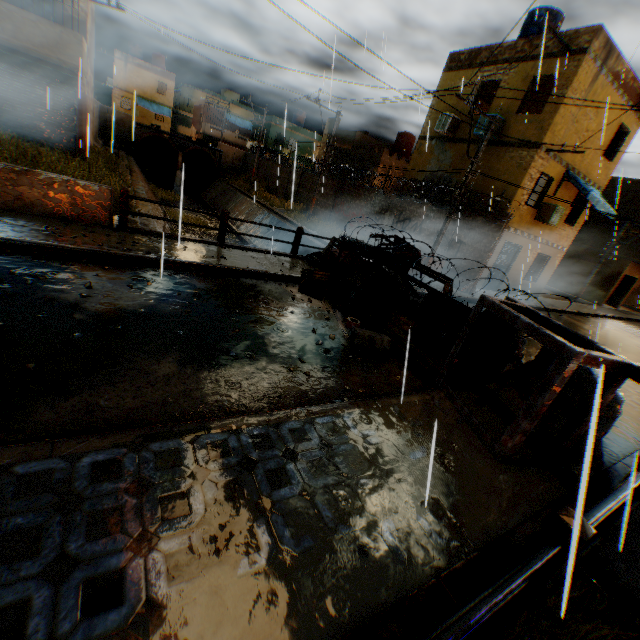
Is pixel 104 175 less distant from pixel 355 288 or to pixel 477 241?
pixel 355 288

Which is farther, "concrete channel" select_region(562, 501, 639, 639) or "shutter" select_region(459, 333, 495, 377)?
"shutter" select_region(459, 333, 495, 377)

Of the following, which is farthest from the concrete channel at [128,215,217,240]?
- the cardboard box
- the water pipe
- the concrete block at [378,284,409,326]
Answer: the cardboard box

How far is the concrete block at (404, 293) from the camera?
7.2m

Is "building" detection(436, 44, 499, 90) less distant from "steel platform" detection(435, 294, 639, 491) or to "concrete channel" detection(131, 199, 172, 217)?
"concrete channel" detection(131, 199, 172, 217)

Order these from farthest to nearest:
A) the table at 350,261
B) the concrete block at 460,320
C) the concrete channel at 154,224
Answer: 1. the concrete channel at 154,224
2. the table at 350,261
3. the concrete block at 460,320

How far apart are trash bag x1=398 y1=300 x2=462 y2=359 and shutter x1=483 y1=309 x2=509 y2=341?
0.0m

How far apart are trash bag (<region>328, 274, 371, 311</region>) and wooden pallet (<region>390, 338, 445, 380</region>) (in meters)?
1.56
